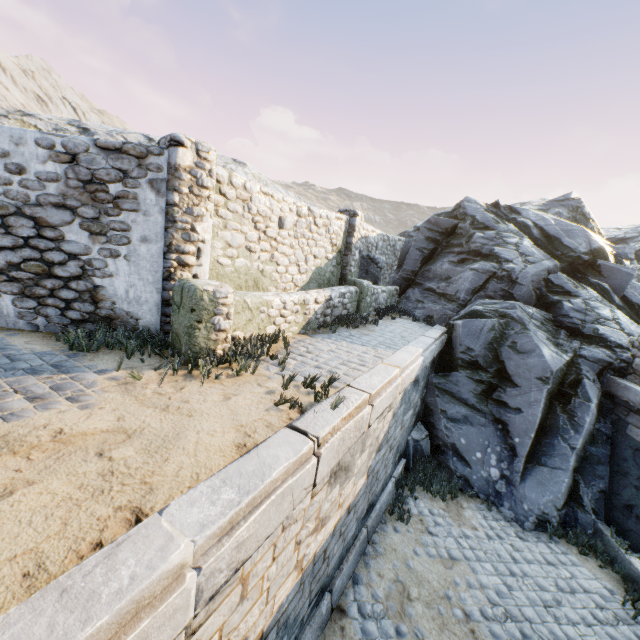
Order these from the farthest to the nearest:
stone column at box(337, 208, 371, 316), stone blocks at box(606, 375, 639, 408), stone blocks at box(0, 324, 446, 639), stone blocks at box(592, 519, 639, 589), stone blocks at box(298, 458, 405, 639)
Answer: stone column at box(337, 208, 371, 316)
stone blocks at box(606, 375, 639, 408)
stone blocks at box(592, 519, 639, 589)
stone blocks at box(298, 458, 405, 639)
stone blocks at box(0, 324, 446, 639)

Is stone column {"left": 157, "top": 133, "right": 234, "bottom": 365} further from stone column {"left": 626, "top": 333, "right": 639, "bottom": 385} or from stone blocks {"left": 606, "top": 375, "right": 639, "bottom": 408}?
stone column {"left": 626, "top": 333, "right": 639, "bottom": 385}

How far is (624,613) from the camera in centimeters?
545cm

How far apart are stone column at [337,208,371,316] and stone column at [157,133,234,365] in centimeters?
496cm

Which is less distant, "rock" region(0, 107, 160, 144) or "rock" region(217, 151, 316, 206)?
"rock" region(0, 107, 160, 144)

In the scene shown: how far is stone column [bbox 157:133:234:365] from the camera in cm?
454

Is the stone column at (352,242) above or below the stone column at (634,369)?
above

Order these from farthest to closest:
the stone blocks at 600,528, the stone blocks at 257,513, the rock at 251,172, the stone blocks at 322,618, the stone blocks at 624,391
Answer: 1. the rock at 251,172
2. the stone blocks at 624,391
3. the stone blocks at 600,528
4. the stone blocks at 322,618
5. the stone blocks at 257,513
